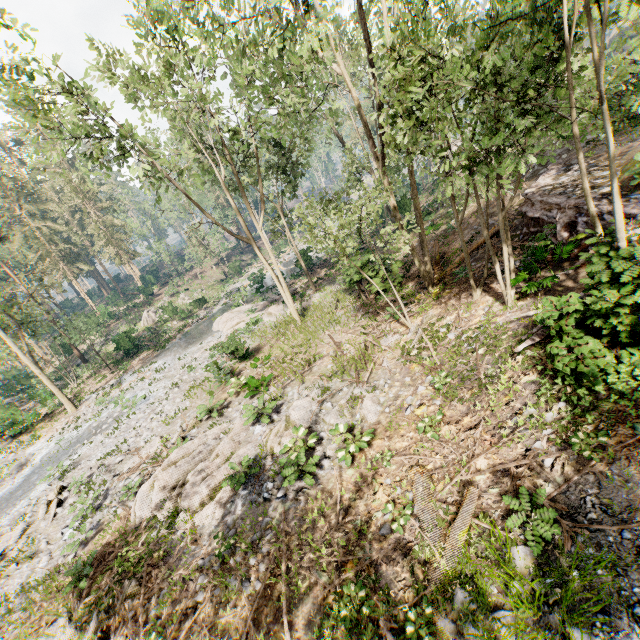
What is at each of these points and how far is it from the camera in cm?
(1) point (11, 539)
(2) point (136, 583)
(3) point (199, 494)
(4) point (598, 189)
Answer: (1) foliage, 1273
(2) foliage, 835
(3) foliage, 1019
(4) ground embankment, 1041

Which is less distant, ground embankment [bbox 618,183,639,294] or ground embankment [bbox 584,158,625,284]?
ground embankment [bbox 618,183,639,294]

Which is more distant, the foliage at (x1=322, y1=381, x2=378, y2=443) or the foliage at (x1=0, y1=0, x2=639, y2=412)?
the foliage at (x1=322, y1=381, x2=378, y2=443)

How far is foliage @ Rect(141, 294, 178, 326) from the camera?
35.94m

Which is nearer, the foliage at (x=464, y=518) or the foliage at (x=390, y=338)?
the foliage at (x=464, y=518)

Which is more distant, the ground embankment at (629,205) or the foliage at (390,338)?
the foliage at (390,338)
